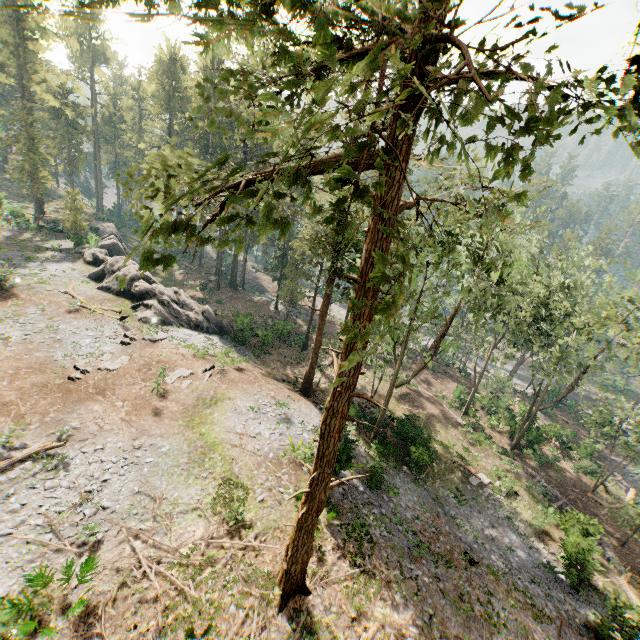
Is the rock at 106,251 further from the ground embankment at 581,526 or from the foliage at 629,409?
the ground embankment at 581,526

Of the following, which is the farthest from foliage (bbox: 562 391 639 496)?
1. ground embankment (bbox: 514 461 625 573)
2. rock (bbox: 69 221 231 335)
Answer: ground embankment (bbox: 514 461 625 573)

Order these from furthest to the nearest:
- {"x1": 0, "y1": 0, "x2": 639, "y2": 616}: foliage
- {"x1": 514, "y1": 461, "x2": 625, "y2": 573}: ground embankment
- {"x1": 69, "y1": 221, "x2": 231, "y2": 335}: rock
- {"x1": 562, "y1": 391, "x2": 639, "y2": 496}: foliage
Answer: {"x1": 69, "y1": 221, "x2": 231, "y2": 335}: rock < {"x1": 562, "y1": 391, "x2": 639, "y2": 496}: foliage < {"x1": 514, "y1": 461, "x2": 625, "y2": 573}: ground embankment < {"x1": 0, "y1": 0, "x2": 639, "y2": 616}: foliage

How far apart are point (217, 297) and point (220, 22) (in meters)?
47.24

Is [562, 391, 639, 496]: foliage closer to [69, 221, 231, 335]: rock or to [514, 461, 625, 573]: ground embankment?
[69, 221, 231, 335]: rock

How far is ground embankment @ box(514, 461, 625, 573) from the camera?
19.5m

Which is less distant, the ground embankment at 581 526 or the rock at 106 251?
the ground embankment at 581 526

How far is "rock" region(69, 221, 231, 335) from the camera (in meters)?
29.67
